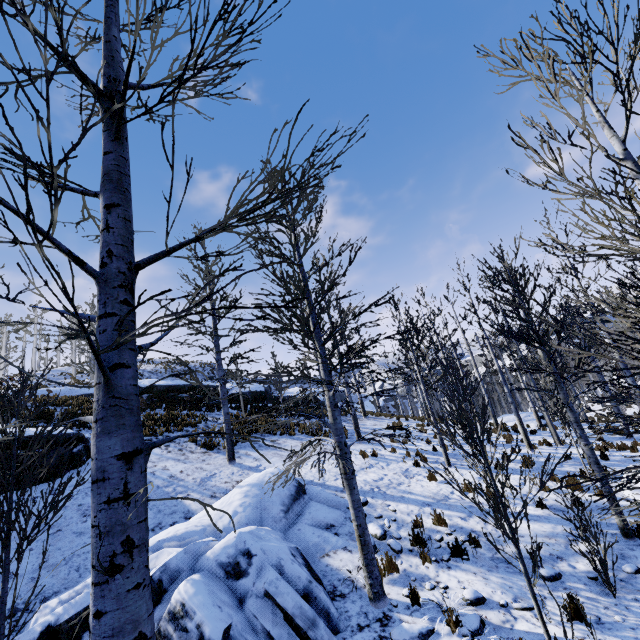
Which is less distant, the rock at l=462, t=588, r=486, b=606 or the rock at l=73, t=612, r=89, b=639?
the rock at l=73, t=612, r=89, b=639

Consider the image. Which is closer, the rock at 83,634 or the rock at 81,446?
the rock at 83,634

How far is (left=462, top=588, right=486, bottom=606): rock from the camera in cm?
546

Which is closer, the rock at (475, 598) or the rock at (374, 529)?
the rock at (475, 598)

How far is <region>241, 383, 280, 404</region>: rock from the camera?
24.8m

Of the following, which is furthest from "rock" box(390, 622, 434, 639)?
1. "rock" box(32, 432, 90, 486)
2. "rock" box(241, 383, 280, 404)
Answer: "rock" box(241, 383, 280, 404)

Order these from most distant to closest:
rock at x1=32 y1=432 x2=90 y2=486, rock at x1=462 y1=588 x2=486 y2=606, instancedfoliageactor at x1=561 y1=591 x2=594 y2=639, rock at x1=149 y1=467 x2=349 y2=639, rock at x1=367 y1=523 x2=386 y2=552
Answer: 1. rock at x1=32 y1=432 x2=90 y2=486
2. rock at x1=367 y1=523 x2=386 y2=552
3. rock at x1=462 y1=588 x2=486 y2=606
4. rock at x1=149 y1=467 x2=349 y2=639
5. instancedfoliageactor at x1=561 y1=591 x2=594 y2=639

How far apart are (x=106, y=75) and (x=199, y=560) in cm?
669
